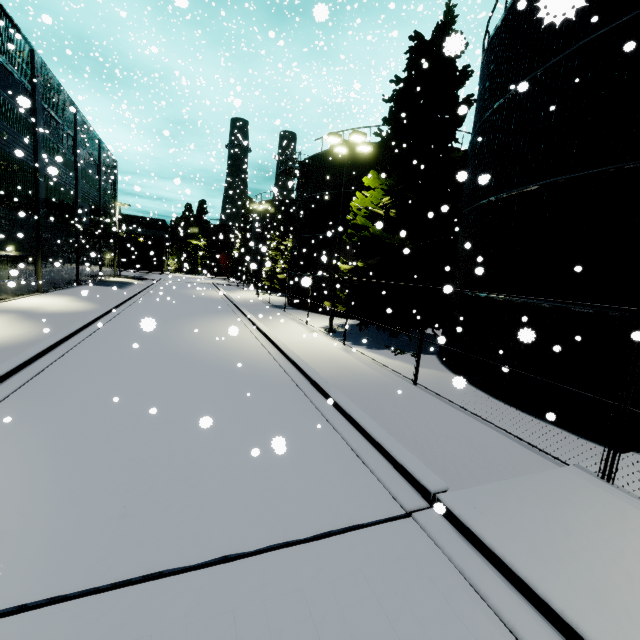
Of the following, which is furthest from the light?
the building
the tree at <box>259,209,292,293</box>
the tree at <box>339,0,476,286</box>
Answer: the tree at <box>259,209,292,293</box>

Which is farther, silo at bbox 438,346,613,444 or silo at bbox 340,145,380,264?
silo at bbox 340,145,380,264

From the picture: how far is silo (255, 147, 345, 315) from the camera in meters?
23.4

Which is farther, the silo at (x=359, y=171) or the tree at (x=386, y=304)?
the silo at (x=359, y=171)

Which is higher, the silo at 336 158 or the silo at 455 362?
the silo at 336 158

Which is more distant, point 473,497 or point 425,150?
point 425,150

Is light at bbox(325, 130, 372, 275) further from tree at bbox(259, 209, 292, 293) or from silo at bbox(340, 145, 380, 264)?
tree at bbox(259, 209, 292, 293)

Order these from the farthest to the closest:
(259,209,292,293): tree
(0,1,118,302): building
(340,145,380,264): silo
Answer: (259,209,292,293): tree → (340,145,380,264): silo → (0,1,118,302): building
